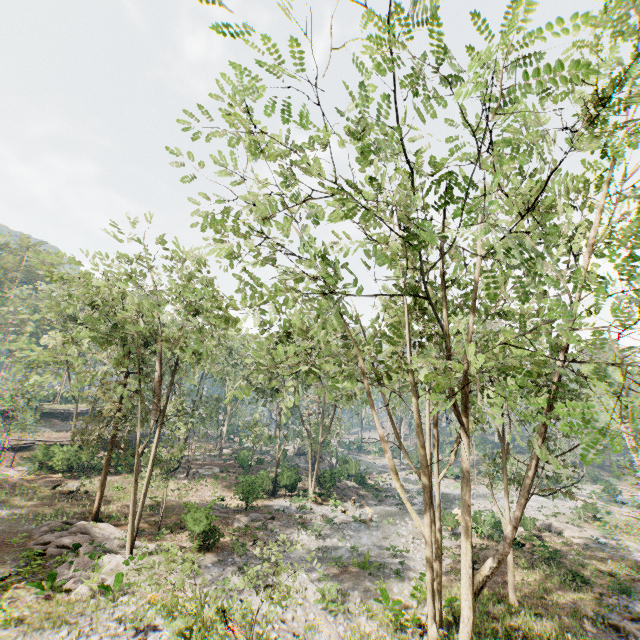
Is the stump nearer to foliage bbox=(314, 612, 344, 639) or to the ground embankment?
foliage bbox=(314, 612, 344, 639)

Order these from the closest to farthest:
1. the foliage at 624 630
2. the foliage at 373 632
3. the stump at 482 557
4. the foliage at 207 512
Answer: the foliage at 373 632, the foliage at 624 630, the foliage at 207 512, the stump at 482 557

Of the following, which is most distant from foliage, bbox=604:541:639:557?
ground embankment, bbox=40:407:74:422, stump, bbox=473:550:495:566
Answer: stump, bbox=473:550:495:566

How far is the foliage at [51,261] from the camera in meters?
16.2

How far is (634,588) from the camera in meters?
20.7

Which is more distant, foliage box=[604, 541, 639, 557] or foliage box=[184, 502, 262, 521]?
foliage box=[604, 541, 639, 557]

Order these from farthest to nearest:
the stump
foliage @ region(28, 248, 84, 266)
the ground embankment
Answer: the ground embankment < the stump < foliage @ region(28, 248, 84, 266)
